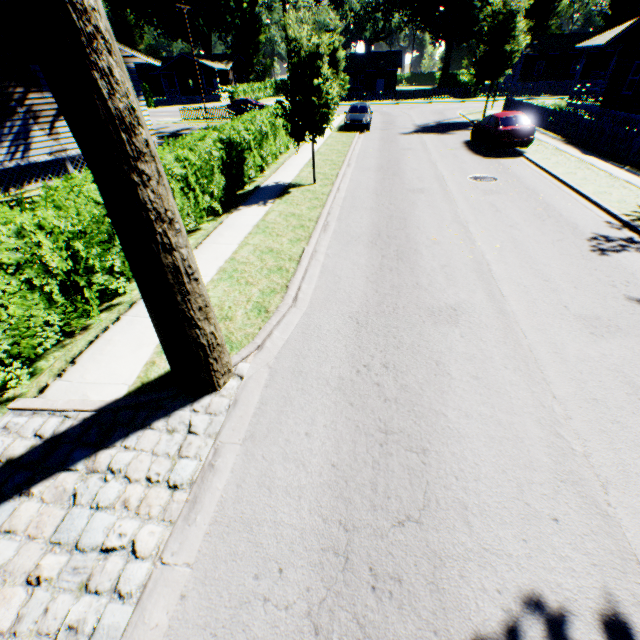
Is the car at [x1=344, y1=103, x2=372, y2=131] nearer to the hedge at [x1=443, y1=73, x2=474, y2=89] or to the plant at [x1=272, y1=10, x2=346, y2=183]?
the plant at [x1=272, y1=10, x2=346, y2=183]

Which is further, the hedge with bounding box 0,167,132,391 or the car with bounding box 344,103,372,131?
the car with bounding box 344,103,372,131

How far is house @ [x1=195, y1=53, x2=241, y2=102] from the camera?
52.6 meters

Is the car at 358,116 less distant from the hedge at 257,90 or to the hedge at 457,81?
the hedge at 457,81

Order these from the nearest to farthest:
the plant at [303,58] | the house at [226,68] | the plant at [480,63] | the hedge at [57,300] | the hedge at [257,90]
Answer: the hedge at [57,300]
the plant at [303,58]
the plant at [480,63]
the hedge at [257,90]
the house at [226,68]

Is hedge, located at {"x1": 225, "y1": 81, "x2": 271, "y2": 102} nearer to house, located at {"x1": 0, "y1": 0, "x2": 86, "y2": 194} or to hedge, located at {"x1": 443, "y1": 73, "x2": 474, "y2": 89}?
house, located at {"x1": 0, "y1": 0, "x2": 86, "y2": 194}

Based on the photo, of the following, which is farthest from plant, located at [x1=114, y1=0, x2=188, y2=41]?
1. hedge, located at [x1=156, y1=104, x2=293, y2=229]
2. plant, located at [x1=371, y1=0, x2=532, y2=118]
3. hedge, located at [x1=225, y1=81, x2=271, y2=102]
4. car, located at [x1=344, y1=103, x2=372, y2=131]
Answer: hedge, located at [x1=225, y1=81, x2=271, y2=102]

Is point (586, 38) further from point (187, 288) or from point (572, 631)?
point (572, 631)
